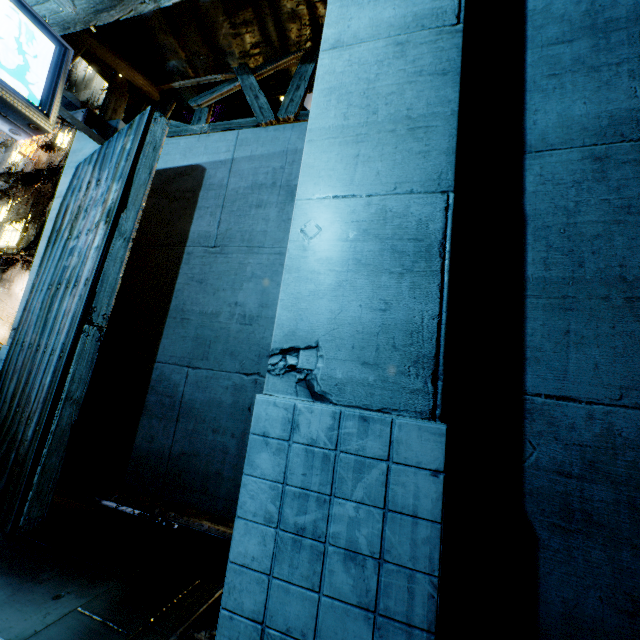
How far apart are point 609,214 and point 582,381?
1.2m
